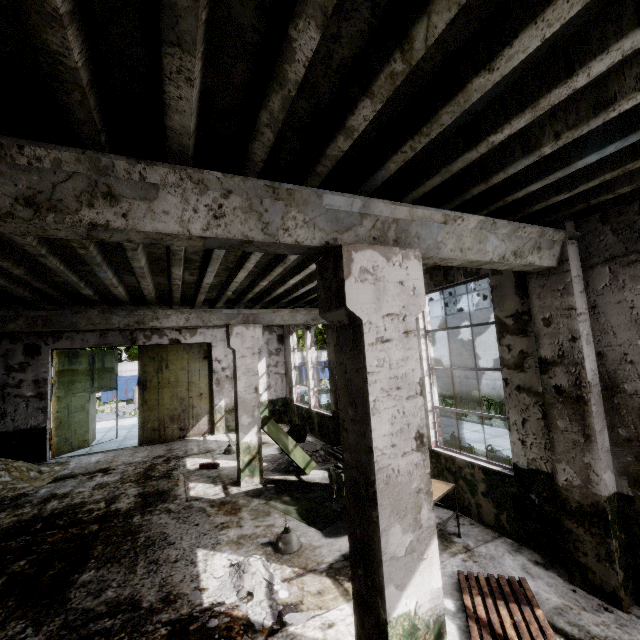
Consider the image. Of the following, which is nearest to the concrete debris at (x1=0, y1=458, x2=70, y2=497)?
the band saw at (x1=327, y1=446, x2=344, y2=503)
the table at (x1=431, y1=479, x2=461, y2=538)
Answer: the band saw at (x1=327, y1=446, x2=344, y2=503)

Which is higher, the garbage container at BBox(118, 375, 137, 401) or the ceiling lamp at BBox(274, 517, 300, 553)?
the garbage container at BBox(118, 375, 137, 401)

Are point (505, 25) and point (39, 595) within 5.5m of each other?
no

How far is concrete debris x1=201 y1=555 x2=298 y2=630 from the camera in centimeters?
384cm

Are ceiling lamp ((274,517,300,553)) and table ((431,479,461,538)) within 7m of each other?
yes

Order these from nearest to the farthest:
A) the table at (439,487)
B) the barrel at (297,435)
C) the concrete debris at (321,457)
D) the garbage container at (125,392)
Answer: the table at (439,487) → the concrete debris at (321,457) → the barrel at (297,435) → the garbage container at (125,392)

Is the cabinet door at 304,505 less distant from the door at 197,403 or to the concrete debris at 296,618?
the concrete debris at 296,618

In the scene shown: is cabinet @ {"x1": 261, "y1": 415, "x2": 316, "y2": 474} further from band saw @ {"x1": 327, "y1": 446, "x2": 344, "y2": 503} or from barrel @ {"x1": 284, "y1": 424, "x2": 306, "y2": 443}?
band saw @ {"x1": 327, "y1": 446, "x2": 344, "y2": 503}
